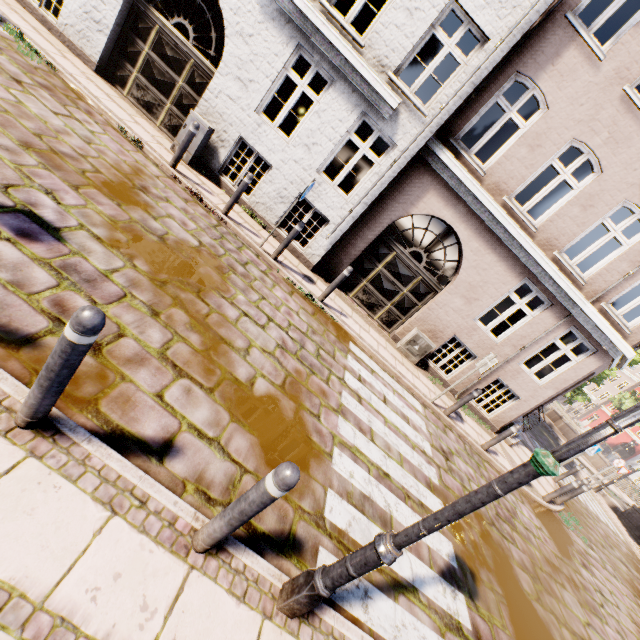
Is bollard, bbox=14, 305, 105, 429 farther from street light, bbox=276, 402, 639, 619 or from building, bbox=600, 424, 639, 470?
building, bbox=600, 424, 639, 470

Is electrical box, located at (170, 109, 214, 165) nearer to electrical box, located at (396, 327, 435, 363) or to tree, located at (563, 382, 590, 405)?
electrical box, located at (396, 327, 435, 363)

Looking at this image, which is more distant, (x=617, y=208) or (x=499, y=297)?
(x=499, y=297)

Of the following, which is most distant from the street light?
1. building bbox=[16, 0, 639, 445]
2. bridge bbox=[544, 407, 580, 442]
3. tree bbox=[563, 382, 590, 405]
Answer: bridge bbox=[544, 407, 580, 442]

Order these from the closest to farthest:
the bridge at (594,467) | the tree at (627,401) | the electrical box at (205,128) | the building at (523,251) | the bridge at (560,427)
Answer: the building at (523,251) < the electrical box at (205,128) < the bridge at (594,467) < the bridge at (560,427) < the tree at (627,401)

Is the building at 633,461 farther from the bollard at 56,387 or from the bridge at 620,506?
the bollard at 56,387

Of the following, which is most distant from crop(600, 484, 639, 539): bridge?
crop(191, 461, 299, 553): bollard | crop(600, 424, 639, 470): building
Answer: crop(191, 461, 299, 553): bollard

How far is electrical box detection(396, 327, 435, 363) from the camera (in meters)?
9.34
